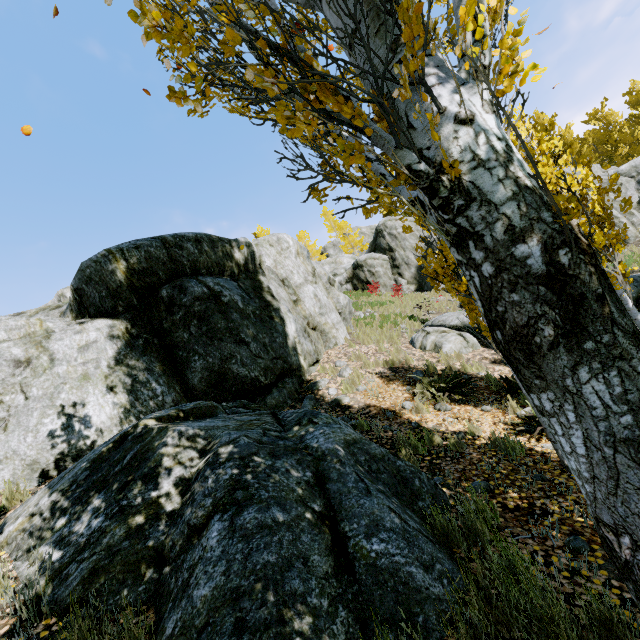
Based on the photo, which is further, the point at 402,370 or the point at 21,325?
the point at 402,370

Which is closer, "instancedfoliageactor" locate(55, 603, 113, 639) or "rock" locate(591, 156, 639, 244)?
"instancedfoliageactor" locate(55, 603, 113, 639)

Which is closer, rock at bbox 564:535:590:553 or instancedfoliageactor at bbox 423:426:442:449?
rock at bbox 564:535:590:553

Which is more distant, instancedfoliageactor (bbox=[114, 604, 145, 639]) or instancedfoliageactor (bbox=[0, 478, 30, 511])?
instancedfoliageactor (bbox=[0, 478, 30, 511])

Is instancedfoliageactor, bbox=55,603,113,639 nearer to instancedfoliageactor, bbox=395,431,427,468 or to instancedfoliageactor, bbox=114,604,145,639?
instancedfoliageactor, bbox=114,604,145,639

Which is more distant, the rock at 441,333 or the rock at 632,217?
the rock at 632,217

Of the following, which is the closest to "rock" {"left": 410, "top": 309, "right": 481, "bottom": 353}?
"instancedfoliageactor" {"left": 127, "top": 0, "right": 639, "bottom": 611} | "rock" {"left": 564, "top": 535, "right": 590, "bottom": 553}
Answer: "instancedfoliageactor" {"left": 127, "top": 0, "right": 639, "bottom": 611}
